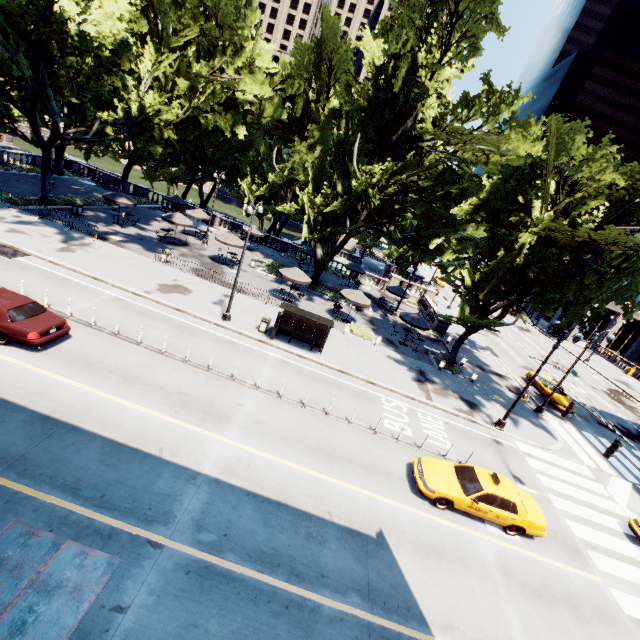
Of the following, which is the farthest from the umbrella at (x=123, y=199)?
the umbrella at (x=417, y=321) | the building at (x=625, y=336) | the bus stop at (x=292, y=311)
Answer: the building at (x=625, y=336)

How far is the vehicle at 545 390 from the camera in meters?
26.9

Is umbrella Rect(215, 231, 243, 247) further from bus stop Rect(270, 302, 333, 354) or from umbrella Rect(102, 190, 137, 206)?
bus stop Rect(270, 302, 333, 354)

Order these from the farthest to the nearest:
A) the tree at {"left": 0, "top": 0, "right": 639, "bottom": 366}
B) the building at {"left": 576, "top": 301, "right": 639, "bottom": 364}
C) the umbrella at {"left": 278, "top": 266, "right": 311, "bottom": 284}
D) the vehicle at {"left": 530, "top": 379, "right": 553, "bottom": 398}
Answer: the building at {"left": 576, "top": 301, "right": 639, "bottom": 364}, the vehicle at {"left": 530, "top": 379, "right": 553, "bottom": 398}, the umbrella at {"left": 278, "top": 266, "right": 311, "bottom": 284}, the tree at {"left": 0, "top": 0, "right": 639, "bottom": 366}

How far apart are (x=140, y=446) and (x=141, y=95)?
31.78m

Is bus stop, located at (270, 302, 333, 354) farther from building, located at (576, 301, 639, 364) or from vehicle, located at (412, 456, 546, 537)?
building, located at (576, 301, 639, 364)

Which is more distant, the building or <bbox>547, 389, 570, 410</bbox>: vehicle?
the building

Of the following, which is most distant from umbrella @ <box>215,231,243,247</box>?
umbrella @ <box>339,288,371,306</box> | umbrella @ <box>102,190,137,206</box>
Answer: umbrella @ <box>339,288,371,306</box>
